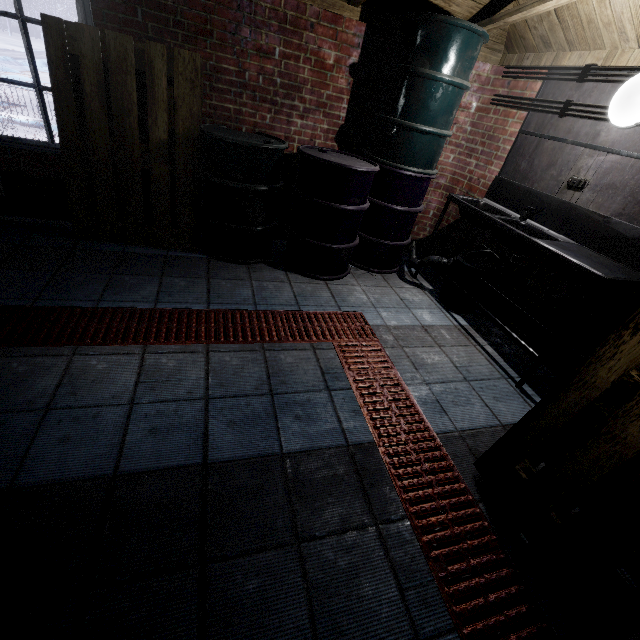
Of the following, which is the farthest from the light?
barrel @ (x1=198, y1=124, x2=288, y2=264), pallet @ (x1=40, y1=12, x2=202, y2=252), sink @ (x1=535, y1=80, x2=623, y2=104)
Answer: pallet @ (x1=40, y1=12, x2=202, y2=252)

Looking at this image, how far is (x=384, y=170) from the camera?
3.0m

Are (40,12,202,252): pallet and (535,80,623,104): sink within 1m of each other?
no

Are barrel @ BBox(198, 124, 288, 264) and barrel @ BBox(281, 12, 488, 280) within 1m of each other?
yes

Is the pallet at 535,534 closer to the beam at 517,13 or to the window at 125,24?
the beam at 517,13

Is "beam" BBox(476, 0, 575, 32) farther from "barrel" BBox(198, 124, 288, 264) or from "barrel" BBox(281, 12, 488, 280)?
"barrel" BBox(198, 124, 288, 264)

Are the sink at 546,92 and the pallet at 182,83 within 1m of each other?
no

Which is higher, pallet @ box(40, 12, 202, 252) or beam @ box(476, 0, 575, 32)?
beam @ box(476, 0, 575, 32)
